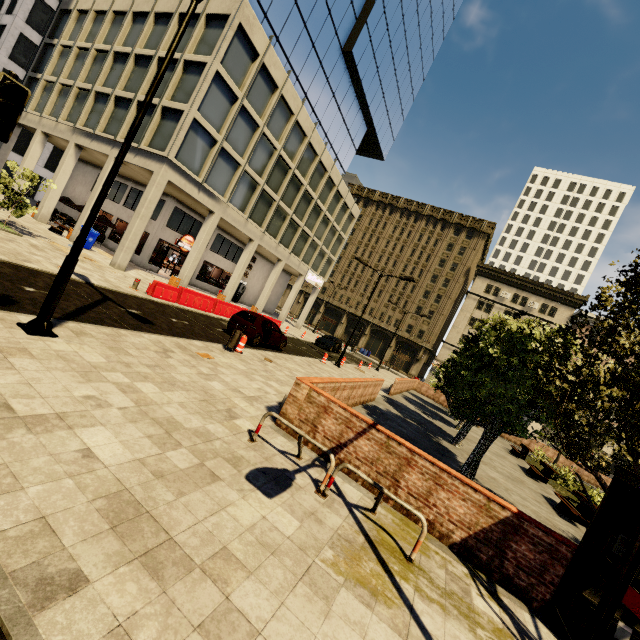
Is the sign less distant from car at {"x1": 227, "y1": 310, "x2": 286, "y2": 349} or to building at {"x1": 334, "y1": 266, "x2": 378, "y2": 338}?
building at {"x1": 334, "y1": 266, "x2": 378, "y2": 338}

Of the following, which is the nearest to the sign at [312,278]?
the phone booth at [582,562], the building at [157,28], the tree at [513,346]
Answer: the building at [157,28]

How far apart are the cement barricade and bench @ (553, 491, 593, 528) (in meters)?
19.01

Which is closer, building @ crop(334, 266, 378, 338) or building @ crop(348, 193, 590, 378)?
building @ crop(348, 193, 590, 378)

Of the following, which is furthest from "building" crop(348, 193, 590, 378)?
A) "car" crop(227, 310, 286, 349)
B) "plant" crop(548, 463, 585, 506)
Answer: "plant" crop(548, 463, 585, 506)

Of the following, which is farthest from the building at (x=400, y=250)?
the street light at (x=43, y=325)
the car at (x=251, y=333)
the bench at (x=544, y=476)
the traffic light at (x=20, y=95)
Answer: the bench at (x=544, y=476)

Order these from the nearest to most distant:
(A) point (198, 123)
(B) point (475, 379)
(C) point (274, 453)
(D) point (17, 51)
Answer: (C) point (274, 453) → (B) point (475, 379) → (A) point (198, 123) → (D) point (17, 51)

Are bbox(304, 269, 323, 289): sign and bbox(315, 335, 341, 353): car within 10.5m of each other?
yes
